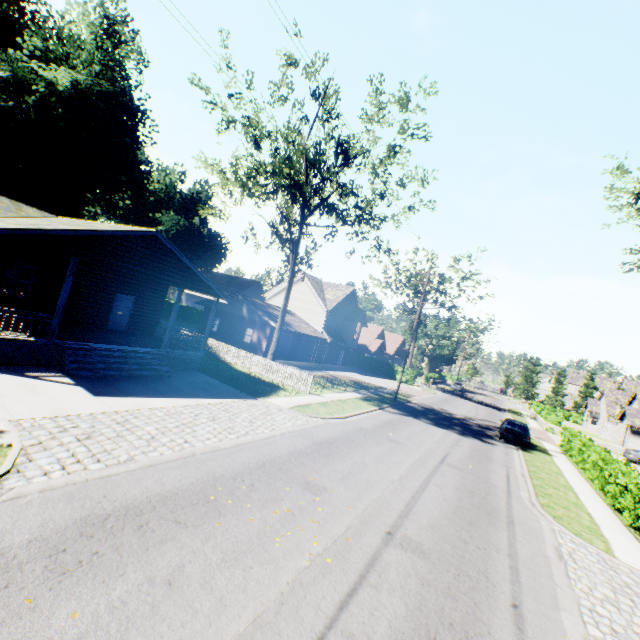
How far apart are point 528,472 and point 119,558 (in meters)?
18.50

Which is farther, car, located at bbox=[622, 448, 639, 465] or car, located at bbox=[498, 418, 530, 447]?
car, located at bbox=[622, 448, 639, 465]

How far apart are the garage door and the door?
19.9m

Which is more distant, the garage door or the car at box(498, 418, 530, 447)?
the garage door

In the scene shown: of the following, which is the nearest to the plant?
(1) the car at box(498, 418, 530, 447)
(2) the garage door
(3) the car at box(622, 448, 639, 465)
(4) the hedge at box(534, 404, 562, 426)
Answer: (2) the garage door

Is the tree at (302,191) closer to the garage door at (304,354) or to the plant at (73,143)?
the garage door at (304,354)

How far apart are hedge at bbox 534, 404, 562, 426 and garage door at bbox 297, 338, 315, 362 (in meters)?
29.27

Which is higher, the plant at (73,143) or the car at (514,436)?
the plant at (73,143)
